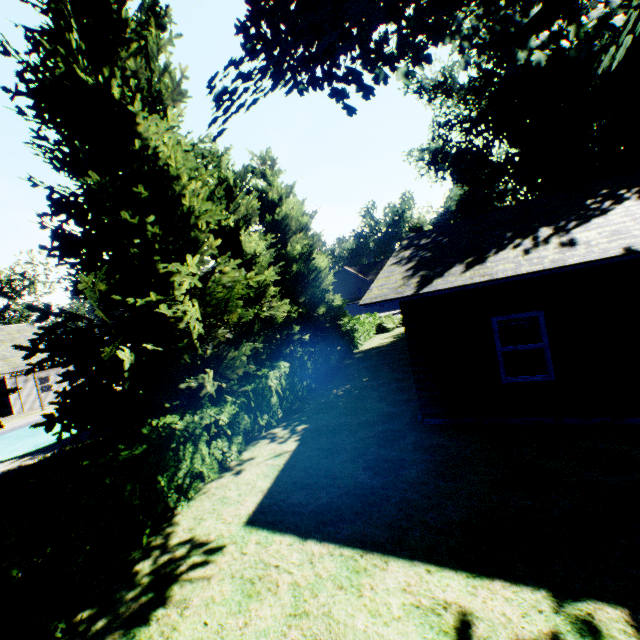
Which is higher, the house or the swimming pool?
the house

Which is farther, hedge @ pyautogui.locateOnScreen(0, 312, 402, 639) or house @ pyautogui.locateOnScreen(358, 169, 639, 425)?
house @ pyautogui.locateOnScreen(358, 169, 639, 425)

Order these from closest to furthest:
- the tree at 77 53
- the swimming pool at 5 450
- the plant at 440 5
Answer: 1. the plant at 440 5
2. the tree at 77 53
3. the swimming pool at 5 450

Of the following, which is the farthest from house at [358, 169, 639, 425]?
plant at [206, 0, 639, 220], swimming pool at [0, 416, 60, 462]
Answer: swimming pool at [0, 416, 60, 462]

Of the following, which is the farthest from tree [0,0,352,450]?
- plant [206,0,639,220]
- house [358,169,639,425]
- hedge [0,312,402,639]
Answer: house [358,169,639,425]

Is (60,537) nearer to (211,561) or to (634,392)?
(211,561)

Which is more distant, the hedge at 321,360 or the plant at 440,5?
the plant at 440,5

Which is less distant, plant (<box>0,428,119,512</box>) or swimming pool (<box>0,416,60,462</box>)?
plant (<box>0,428,119,512</box>)
